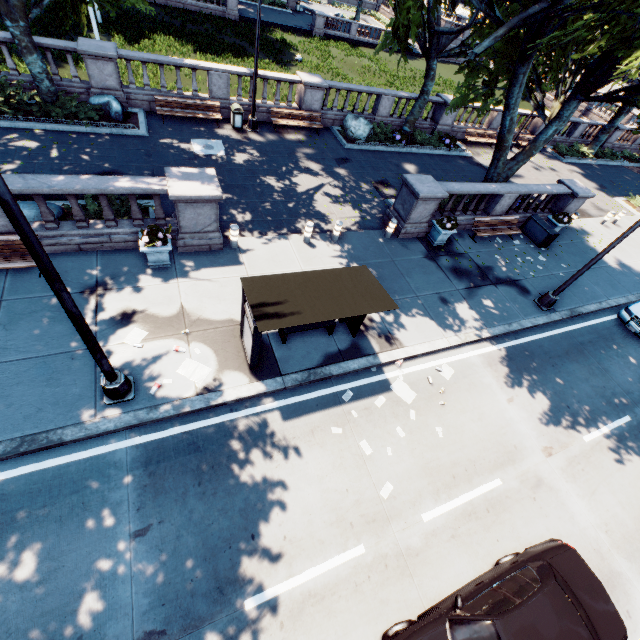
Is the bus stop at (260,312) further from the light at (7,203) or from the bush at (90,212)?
the bush at (90,212)

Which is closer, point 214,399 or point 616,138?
point 214,399

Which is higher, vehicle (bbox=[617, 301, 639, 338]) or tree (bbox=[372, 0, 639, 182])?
tree (bbox=[372, 0, 639, 182])

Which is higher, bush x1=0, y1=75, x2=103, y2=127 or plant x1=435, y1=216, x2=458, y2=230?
plant x1=435, y1=216, x2=458, y2=230

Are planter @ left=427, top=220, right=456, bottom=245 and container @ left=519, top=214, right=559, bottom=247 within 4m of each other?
no

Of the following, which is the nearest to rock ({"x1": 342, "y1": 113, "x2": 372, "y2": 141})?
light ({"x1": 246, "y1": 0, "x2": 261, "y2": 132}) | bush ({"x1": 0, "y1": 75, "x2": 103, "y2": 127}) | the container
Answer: light ({"x1": 246, "y1": 0, "x2": 261, "y2": 132})

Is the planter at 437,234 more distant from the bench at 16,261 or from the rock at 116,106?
the rock at 116,106

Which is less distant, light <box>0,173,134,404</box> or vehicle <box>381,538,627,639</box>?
light <box>0,173,134,404</box>
